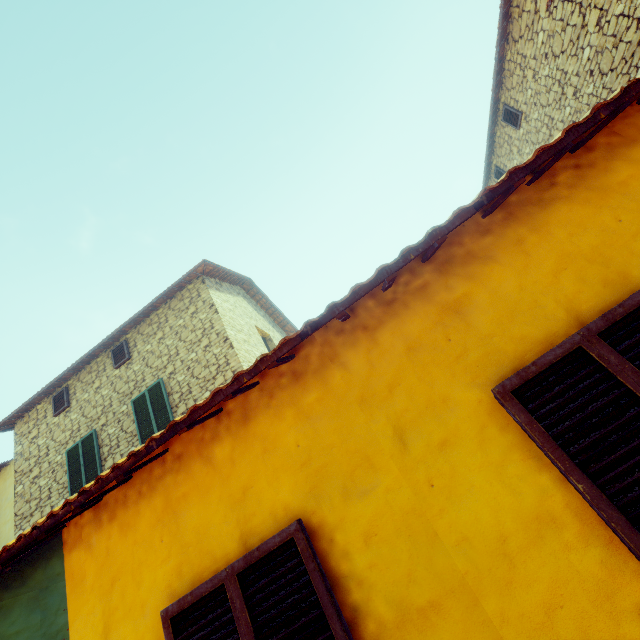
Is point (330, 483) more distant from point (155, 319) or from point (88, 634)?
point (155, 319)

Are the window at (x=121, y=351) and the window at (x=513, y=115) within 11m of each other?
no

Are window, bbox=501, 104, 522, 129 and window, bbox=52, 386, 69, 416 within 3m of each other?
no

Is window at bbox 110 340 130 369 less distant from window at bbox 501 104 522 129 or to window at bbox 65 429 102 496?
window at bbox 65 429 102 496

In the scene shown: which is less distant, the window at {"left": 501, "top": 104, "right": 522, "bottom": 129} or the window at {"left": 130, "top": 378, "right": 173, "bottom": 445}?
the window at {"left": 130, "top": 378, "right": 173, "bottom": 445}

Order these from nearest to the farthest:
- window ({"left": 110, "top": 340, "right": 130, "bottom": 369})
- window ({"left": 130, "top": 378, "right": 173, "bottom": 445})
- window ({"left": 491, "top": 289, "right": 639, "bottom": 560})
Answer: window ({"left": 491, "top": 289, "right": 639, "bottom": 560}) → window ({"left": 130, "top": 378, "right": 173, "bottom": 445}) → window ({"left": 110, "top": 340, "right": 130, "bottom": 369})

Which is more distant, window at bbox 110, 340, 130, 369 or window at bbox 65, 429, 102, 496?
window at bbox 110, 340, 130, 369

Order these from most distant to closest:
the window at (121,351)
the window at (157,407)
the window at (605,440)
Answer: the window at (121,351)
the window at (157,407)
the window at (605,440)
